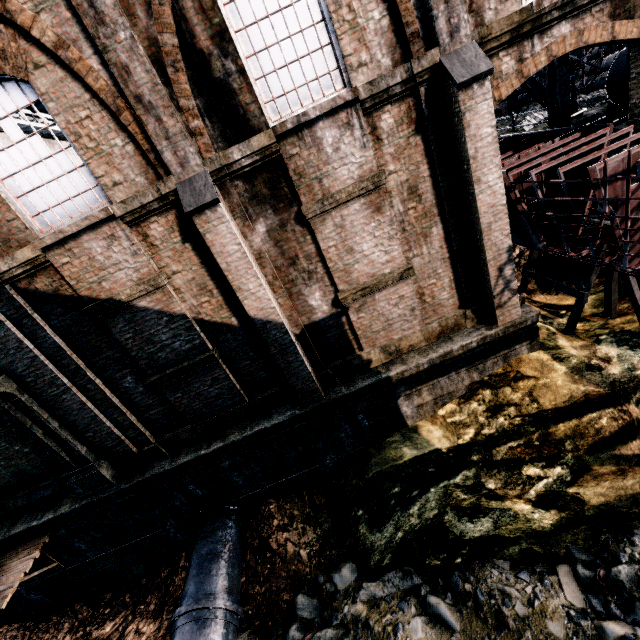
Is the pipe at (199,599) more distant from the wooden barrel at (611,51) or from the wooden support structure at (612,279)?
the wooden barrel at (611,51)

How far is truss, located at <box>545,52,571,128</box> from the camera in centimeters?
1106cm

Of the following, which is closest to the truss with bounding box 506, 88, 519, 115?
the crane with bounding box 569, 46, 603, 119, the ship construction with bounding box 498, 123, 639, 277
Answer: the ship construction with bounding box 498, 123, 639, 277

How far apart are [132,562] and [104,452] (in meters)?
4.90

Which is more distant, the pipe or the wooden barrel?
the wooden barrel

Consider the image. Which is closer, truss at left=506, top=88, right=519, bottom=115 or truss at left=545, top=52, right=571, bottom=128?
truss at left=545, top=52, right=571, bottom=128

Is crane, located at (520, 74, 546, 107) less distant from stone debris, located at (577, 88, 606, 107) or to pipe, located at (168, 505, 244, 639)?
stone debris, located at (577, 88, 606, 107)

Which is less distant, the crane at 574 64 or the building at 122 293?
the building at 122 293
